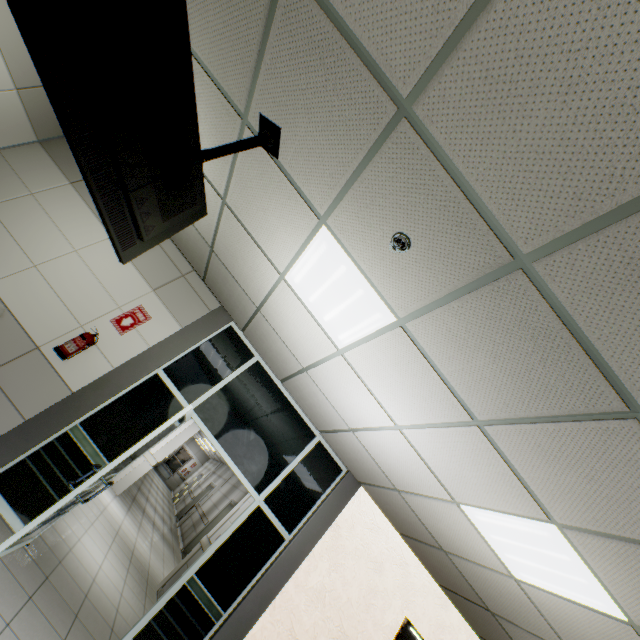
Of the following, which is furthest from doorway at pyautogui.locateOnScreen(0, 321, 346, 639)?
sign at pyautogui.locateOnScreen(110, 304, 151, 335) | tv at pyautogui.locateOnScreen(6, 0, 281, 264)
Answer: tv at pyautogui.locateOnScreen(6, 0, 281, 264)

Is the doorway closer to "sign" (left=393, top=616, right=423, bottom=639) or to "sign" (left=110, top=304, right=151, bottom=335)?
"sign" (left=110, top=304, right=151, bottom=335)

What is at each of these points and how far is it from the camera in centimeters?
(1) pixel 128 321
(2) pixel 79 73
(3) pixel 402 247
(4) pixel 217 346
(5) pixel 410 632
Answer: (1) sign, 446cm
(2) tv, 154cm
(3) fire alarm, 212cm
(4) doorway, 490cm
(5) sign, 462cm

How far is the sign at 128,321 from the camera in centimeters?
439cm

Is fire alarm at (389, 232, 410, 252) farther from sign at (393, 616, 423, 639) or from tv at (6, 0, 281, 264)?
sign at (393, 616, 423, 639)

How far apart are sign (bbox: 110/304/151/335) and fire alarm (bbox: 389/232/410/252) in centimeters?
390cm

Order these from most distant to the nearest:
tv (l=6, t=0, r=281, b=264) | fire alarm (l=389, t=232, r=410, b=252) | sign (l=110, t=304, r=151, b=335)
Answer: sign (l=110, t=304, r=151, b=335) < fire alarm (l=389, t=232, r=410, b=252) < tv (l=6, t=0, r=281, b=264)

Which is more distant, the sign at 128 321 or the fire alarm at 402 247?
the sign at 128 321
